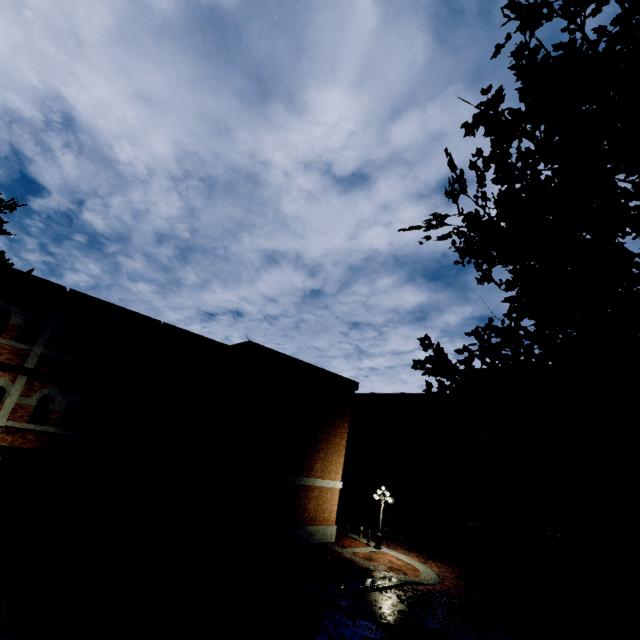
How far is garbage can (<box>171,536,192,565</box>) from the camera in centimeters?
1292cm

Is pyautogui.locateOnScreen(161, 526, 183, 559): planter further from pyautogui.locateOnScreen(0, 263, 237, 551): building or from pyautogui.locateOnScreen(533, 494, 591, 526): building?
pyautogui.locateOnScreen(533, 494, 591, 526): building

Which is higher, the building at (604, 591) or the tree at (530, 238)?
the tree at (530, 238)

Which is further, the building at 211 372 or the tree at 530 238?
the building at 211 372

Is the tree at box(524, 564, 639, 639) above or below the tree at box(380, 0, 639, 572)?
below

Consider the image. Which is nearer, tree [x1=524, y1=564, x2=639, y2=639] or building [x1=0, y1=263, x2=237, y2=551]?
tree [x1=524, y1=564, x2=639, y2=639]

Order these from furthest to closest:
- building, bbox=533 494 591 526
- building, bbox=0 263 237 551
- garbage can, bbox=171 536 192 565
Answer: building, bbox=533 494 591 526, garbage can, bbox=171 536 192 565, building, bbox=0 263 237 551

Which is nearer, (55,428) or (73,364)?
(55,428)
